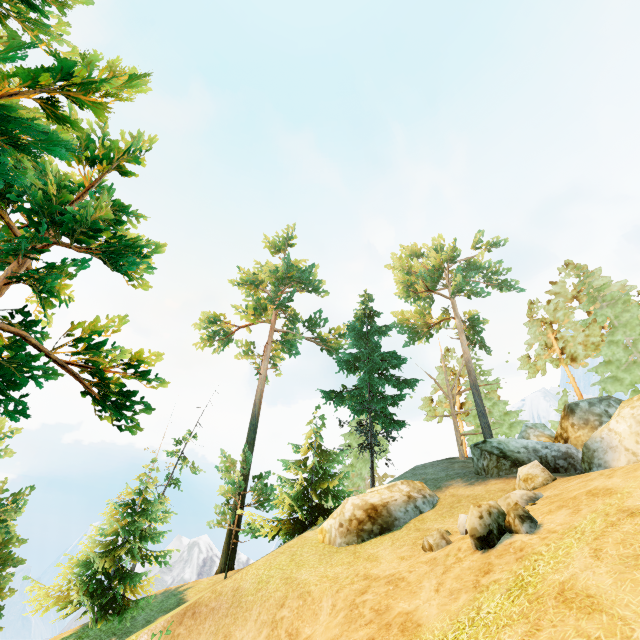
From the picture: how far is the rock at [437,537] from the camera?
9.6 meters

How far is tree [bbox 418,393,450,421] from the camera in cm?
3878

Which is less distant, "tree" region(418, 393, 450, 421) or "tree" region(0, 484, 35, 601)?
"tree" region(0, 484, 35, 601)

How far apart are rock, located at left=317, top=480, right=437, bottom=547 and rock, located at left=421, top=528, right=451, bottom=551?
3.7m

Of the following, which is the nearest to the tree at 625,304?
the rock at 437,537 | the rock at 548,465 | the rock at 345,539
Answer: the rock at 548,465

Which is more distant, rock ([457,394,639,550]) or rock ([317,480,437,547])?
rock ([317,480,437,547])

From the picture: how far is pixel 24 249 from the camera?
9.97m
